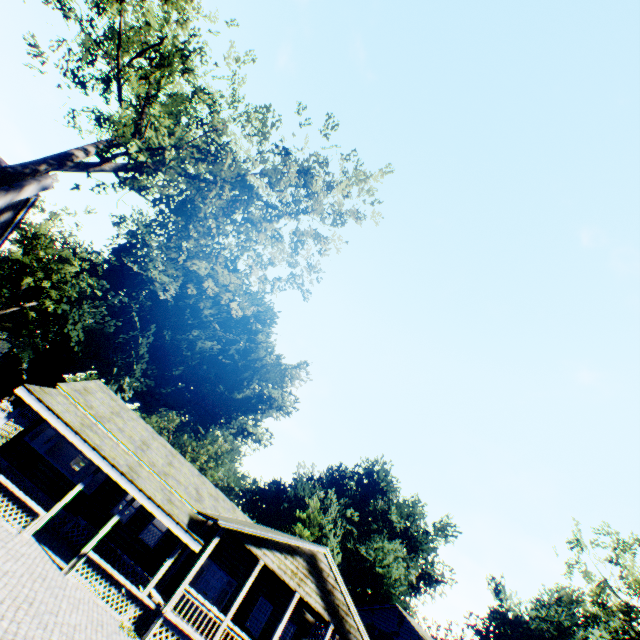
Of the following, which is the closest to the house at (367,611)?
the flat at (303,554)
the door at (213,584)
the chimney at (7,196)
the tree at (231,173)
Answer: the flat at (303,554)

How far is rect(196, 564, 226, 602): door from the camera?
16.8 meters

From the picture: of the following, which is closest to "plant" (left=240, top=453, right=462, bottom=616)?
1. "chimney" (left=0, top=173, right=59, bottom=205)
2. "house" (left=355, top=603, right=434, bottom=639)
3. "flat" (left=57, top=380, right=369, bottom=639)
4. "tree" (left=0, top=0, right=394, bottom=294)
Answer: "house" (left=355, top=603, right=434, bottom=639)

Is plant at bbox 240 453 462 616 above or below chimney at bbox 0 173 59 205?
above

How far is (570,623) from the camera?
56.6 meters

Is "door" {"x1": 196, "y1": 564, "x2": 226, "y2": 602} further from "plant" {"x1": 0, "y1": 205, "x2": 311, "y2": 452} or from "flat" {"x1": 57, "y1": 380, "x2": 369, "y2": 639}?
"plant" {"x1": 0, "y1": 205, "x2": 311, "y2": 452}

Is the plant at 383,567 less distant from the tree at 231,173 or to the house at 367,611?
the house at 367,611

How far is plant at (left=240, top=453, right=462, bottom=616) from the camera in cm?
4031
